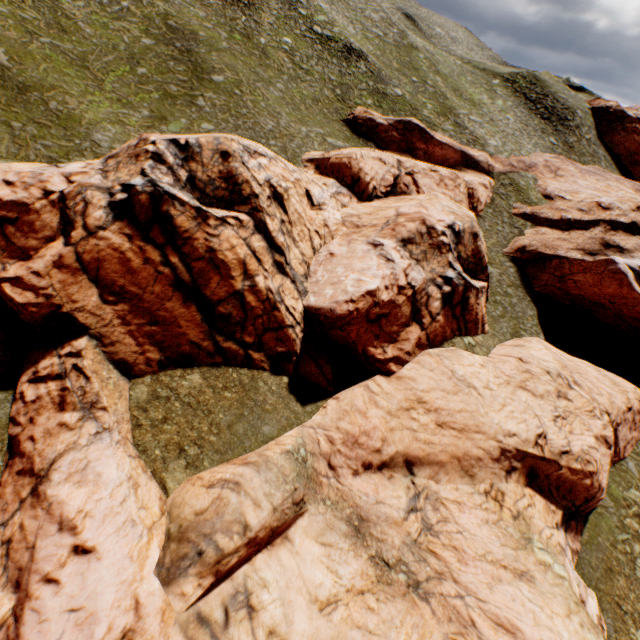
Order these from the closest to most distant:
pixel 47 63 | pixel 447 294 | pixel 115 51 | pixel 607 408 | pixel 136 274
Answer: pixel 136 274 → pixel 447 294 → pixel 607 408 → pixel 47 63 → pixel 115 51
